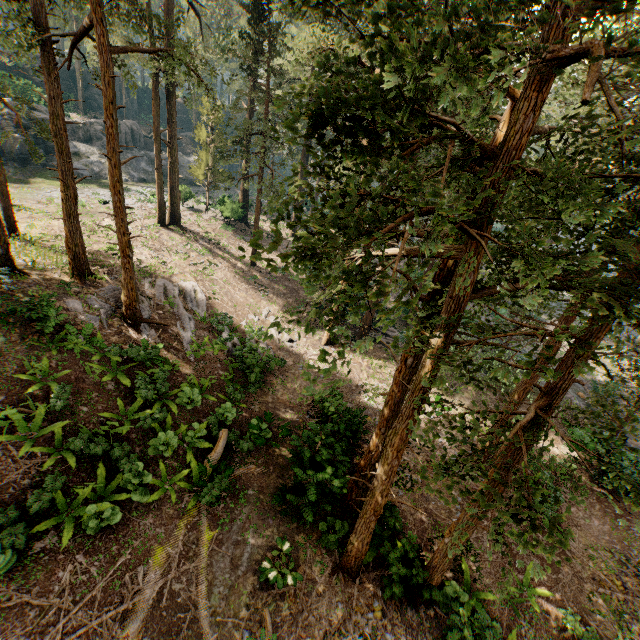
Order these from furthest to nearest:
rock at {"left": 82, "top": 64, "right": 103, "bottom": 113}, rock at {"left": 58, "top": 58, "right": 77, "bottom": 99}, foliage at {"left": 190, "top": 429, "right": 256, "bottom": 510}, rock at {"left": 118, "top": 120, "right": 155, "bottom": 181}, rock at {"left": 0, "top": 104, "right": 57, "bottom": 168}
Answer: Result: rock at {"left": 82, "top": 64, "right": 103, "bottom": 113}, rock at {"left": 58, "top": 58, "right": 77, "bottom": 99}, rock at {"left": 118, "top": 120, "right": 155, "bottom": 181}, rock at {"left": 0, "top": 104, "right": 57, "bottom": 168}, foliage at {"left": 190, "top": 429, "right": 256, "bottom": 510}

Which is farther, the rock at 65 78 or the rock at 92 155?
the rock at 65 78

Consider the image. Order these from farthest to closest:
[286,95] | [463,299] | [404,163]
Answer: [286,95]
[463,299]
[404,163]

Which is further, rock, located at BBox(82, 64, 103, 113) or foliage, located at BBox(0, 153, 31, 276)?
rock, located at BBox(82, 64, 103, 113)

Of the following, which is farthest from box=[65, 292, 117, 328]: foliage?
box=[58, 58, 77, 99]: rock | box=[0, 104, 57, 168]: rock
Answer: box=[0, 104, 57, 168]: rock

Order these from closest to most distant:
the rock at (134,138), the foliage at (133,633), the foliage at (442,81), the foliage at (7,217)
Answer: the foliage at (442,81)
the foliage at (133,633)
the foliage at (7,217)
the rock at (134,138)
